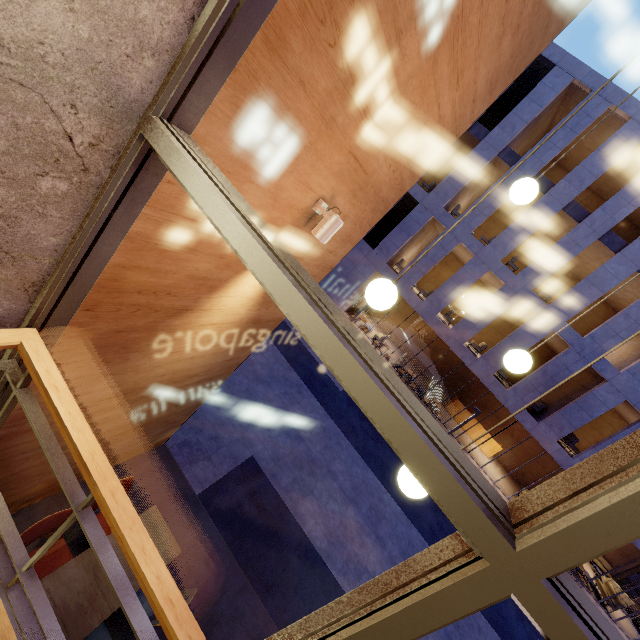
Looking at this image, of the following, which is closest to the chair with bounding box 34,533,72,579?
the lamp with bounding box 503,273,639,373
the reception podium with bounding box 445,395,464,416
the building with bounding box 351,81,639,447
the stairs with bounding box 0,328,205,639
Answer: the stairs with bounding box 0,328,205,639

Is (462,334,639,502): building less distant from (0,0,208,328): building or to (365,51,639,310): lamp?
(365,51,639,310): lamp

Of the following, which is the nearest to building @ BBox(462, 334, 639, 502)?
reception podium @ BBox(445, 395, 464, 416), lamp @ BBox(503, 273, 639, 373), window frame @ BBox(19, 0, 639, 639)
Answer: reception podium @ BBox(445, 395, 464, 416)

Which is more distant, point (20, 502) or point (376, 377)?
point (20, 502)

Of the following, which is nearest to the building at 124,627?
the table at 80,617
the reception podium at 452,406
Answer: the table at 80,617

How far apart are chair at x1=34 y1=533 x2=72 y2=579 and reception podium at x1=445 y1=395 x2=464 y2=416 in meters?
21.8 m

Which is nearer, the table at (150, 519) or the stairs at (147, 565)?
the stairs at (147, 565)

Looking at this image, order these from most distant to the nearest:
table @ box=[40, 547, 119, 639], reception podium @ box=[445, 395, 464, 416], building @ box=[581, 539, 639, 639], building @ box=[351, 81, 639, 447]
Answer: reception podium @ box=[445, 395, 464, 416] → building @ box=[581, 539, 639, 639] → building @ box=[351, 81, 639, 447] → table @ box=[40, 547, 119, 639]
